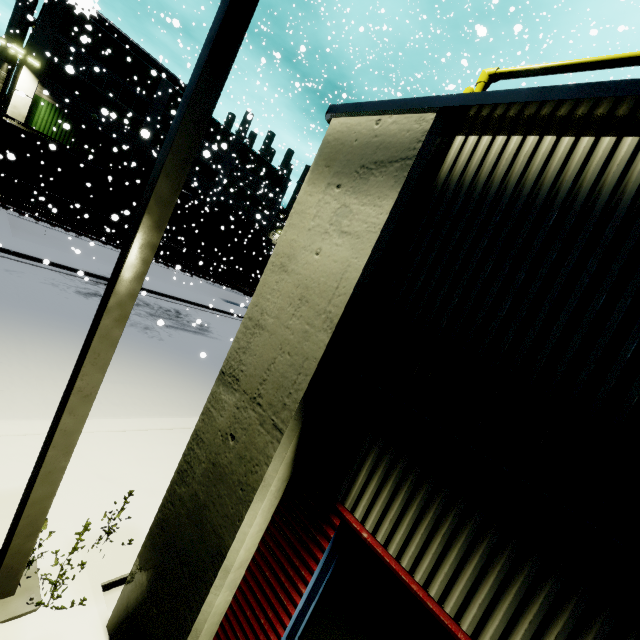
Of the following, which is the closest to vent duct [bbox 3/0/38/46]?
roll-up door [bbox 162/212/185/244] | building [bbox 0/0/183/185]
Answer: building [bbox 0/0/183/185]

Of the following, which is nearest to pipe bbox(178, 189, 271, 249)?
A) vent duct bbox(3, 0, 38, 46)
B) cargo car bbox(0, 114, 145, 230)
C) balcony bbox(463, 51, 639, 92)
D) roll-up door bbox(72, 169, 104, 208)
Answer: cargo car bbox(0, 114, 145, 230)

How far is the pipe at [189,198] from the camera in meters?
32.5

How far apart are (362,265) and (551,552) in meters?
1.6 m

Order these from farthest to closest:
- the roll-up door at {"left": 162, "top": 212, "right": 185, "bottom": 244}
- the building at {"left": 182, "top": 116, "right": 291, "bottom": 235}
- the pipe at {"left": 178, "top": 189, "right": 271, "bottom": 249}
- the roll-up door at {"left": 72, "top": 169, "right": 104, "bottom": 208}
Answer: the roll-up door at {"left": 162, "top": 212, "right": 185, "bottom": 244} < the building at {"left": 182, "top": 116, "right": 291, "bottom": 235} < the pipe at {"left": 178, "top": 189, "right": 271, "bottom": 249} < the roll-up door at {"left": 72, "top": 169, "right": 104, "bottom": 208}

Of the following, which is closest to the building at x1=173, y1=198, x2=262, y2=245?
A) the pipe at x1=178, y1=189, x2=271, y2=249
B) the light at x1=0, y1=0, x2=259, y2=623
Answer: the pipe at x1=178, y1=189, x2=271, y2=249

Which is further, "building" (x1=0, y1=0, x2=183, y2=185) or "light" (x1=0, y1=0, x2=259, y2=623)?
"building" (x1=0, y1=0, x2=183, y2=185)

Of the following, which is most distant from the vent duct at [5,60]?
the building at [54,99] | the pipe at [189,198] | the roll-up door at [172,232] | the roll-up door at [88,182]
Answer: the roll-up door at [172,232]
